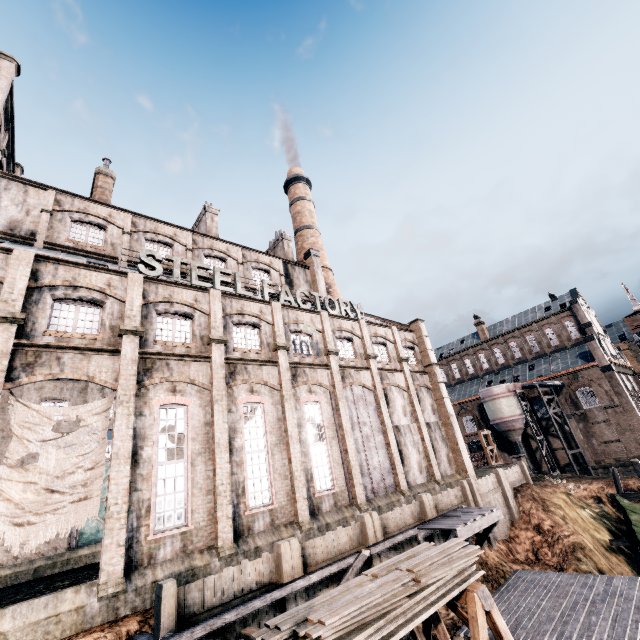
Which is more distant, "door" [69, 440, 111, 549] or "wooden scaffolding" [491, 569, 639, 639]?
"door" [69, 440, 111, 549]

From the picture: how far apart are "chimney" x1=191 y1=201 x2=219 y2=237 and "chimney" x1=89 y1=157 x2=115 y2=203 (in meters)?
7.49

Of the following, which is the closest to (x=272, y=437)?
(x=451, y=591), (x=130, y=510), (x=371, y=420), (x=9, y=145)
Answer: (x=130, y=510)

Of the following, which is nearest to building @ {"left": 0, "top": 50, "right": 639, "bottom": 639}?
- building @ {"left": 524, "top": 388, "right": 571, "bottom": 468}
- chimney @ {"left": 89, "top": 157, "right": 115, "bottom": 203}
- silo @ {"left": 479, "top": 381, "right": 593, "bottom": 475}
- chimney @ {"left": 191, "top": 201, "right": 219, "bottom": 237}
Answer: chimney @ {"left": 191, "top": 201, "right": 219, "bottom": 237}

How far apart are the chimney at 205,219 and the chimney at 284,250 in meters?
7.5

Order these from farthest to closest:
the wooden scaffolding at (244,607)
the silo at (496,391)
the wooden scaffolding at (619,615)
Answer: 1. the silo at (496,391)
2. the wooden scaffolding at (619,615)
3. the wooden scaffolding at (244,607)

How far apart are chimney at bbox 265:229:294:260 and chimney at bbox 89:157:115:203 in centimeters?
1680cm

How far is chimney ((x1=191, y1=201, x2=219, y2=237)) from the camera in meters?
32.0 m
